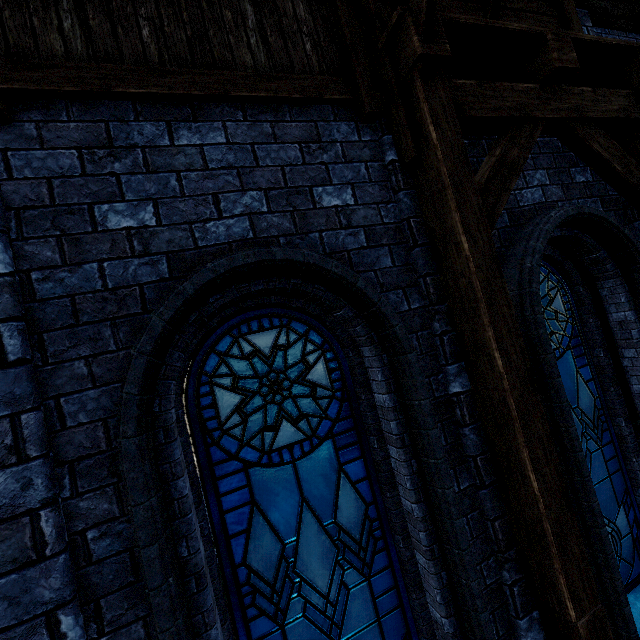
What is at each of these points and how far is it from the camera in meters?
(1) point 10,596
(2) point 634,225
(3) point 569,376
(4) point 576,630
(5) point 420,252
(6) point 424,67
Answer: (1) building, 1.5
(2) building, 3.6
(3) window glass, 3.6
(4) wooden post, 2.1
(5) building, 2.6
(6) building, 2.3

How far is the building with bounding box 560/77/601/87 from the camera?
3.59m

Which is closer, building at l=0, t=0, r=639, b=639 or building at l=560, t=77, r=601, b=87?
building at l=0, t=0, r=639, b=639

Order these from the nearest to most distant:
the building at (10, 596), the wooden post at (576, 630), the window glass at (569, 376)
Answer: the building at (10, 596)
the wooden post at (576, 630)
the window glass at (569, 376)

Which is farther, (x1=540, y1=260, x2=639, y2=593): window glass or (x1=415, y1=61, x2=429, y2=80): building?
(x1=540, y1=260, x2=639, y2=593): window glass

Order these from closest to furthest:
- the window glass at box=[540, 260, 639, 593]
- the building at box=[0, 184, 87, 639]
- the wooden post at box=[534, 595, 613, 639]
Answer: the building at box=[0, 184, 87, 639] < the wooden post at box=[534, 595, 613, 639] < the window glass at box=[540, 260, 639, 593]

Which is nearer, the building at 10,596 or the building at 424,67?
the building at 10,596
